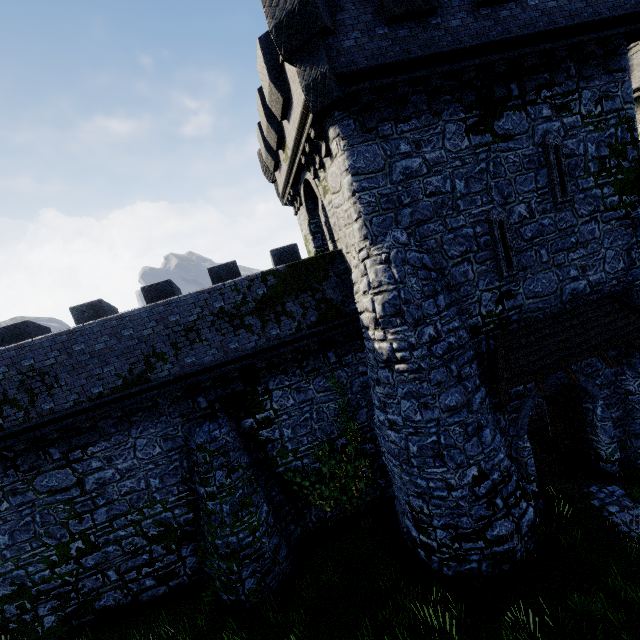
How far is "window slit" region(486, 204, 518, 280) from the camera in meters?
9.5

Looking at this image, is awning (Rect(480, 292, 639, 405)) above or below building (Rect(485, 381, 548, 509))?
above

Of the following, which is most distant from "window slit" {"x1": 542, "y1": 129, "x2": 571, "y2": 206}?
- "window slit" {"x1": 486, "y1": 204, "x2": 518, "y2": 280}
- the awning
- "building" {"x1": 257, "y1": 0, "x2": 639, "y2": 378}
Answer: the awning

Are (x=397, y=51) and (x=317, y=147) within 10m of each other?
yes

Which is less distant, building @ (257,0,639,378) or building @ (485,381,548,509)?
building @ (257,0,639,378)

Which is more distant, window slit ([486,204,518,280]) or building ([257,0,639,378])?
window slit ([486,204,518,280])

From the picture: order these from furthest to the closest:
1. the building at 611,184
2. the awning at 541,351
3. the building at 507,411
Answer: the building at 507,411 → the awning at 541,351 → the building at 611,184

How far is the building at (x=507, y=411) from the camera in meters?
10.3 m
